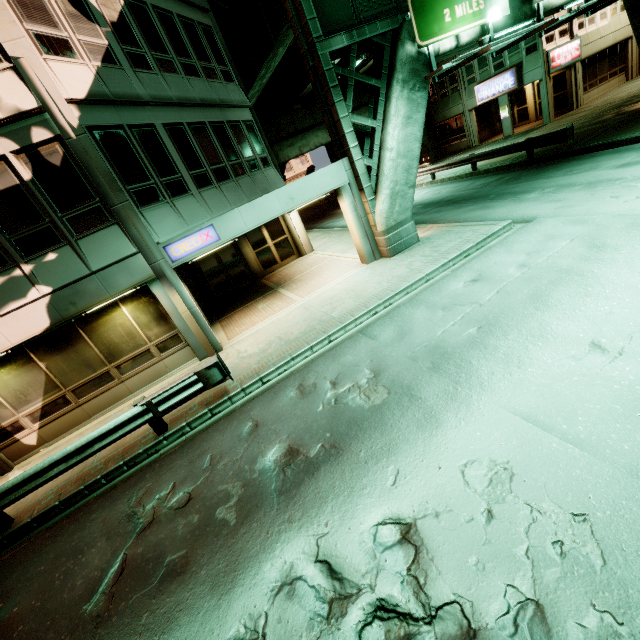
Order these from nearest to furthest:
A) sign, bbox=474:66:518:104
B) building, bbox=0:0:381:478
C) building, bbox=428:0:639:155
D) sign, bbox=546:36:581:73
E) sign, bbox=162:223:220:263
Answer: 1. building, bbox=0:0:381:478
2. sign, bbox=162:223:220:263
3. sign, bbox=546:36:581:73
4. building, bbox=428:0:639:155
5. sign, bbox=474:66:518:104

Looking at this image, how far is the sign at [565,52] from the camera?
22.2m

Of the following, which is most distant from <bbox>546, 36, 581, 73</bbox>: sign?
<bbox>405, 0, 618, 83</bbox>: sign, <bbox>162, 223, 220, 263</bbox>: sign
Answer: <bbox>162, 223, 220, 263</bbox>: sign

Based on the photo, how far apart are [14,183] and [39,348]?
4.3m

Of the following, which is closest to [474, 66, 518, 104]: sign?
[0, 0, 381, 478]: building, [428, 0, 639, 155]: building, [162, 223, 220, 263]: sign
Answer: [428, 0, 639, 155]: building

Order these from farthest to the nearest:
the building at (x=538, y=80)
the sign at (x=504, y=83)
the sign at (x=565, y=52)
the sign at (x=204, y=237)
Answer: the sign at (x=504, y=83)
the building at (x=538, y=80)
the sign at (x=565, y=52)
the sign at (x=204, y=237)

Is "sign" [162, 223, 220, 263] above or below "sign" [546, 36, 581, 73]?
below

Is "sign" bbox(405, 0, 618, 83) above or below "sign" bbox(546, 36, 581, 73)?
above
